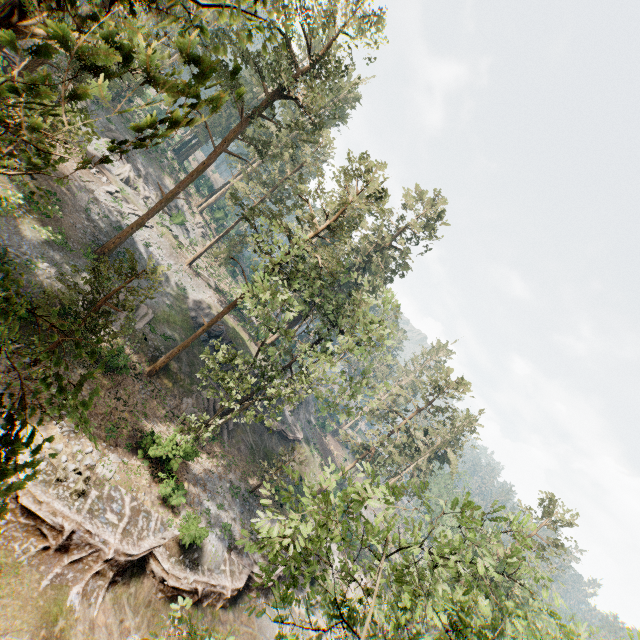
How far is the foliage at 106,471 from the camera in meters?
17.8

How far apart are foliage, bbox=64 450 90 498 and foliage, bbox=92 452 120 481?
0.02m

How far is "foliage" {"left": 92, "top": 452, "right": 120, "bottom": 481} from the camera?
17.8m

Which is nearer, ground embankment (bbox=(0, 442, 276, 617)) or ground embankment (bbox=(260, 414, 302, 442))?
ground embankment (bbox=(0, 442, 276, 617))

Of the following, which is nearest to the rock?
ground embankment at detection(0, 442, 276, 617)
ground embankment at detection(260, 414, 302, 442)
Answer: A: ground embankment at detection(260, 414, 302, 442)

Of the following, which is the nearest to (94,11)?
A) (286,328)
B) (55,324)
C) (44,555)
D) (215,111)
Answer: (215,111)

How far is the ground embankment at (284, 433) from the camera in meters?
39.2 m

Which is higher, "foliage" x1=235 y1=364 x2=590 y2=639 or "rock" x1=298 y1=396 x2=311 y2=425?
"foliage" x1=235 y1=364 x2=590 y2=639
